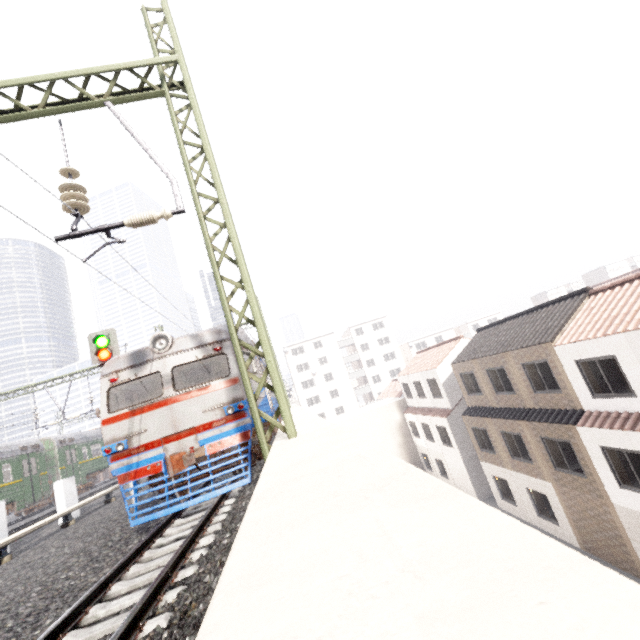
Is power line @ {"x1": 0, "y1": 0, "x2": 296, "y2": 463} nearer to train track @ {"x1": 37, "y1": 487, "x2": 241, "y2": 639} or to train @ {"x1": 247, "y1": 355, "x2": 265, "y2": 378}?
train track @ {"x1": 37, "y1": 487, "x2": 241, "y2": 639}

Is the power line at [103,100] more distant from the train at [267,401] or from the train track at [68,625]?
the train at [267,401]

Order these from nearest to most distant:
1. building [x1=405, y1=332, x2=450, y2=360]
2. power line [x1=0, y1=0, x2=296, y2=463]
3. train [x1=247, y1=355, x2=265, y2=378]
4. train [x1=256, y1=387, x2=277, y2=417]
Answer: power line [x1=0, y1=0, x2=296, y2=463] < train [x1=256, y1=387, x2=277, y2=417] < train [x1=247, y1=355, x2=265, y2=378] < building [x1=405, y1=332, x2=450, y2=360]

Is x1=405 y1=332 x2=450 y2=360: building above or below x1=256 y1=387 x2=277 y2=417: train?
above

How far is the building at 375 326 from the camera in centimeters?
5509cm

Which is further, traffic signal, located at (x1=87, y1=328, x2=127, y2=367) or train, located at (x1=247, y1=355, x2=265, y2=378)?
traffic signal, located at (x1=87, y1=328, x2=127, y2=367)

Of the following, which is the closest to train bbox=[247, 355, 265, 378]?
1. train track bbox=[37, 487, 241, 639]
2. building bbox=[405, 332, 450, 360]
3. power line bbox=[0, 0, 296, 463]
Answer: train track bbox=[37, 487, 241, 639]

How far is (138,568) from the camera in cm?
490
